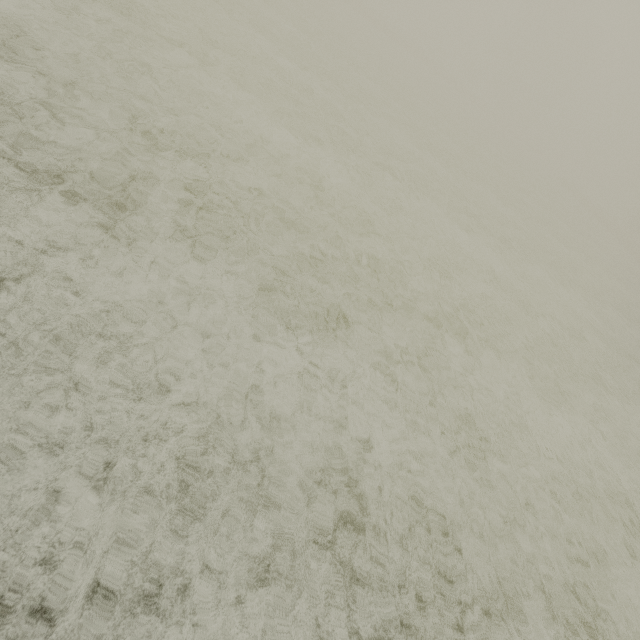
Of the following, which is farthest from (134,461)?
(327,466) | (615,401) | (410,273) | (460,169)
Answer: (460,169)
